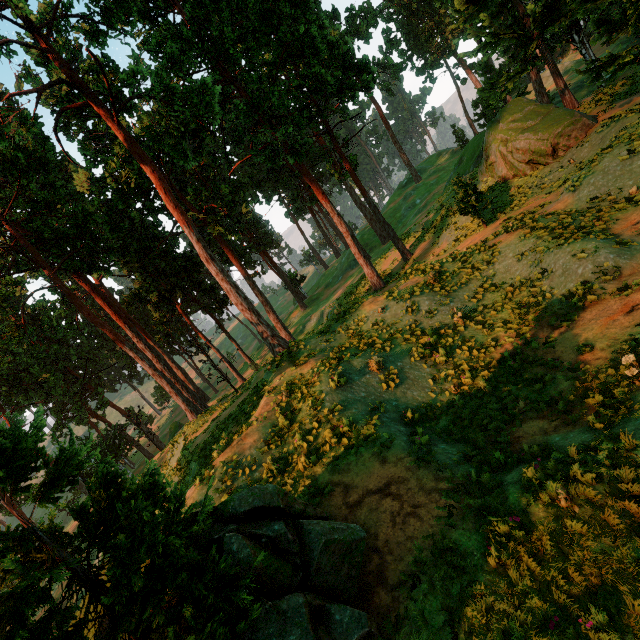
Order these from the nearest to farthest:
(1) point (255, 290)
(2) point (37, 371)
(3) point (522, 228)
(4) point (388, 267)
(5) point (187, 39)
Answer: (3) point (522, 228) < (5) point (187, 39) < (1) point (255, 290) < (4) point (388, 267) < (2) point (37, 371)
